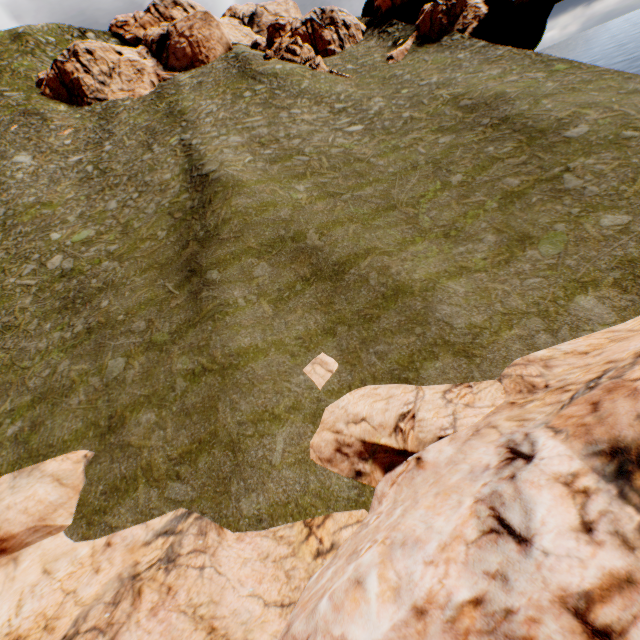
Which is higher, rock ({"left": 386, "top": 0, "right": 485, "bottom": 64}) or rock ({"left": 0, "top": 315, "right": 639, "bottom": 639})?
rock ({"left": 386, "top": 0, "right": 485, "bottom": 64})

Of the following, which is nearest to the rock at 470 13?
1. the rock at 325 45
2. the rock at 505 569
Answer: the rock at 325 45

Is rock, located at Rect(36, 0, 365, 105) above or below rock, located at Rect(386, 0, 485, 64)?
above

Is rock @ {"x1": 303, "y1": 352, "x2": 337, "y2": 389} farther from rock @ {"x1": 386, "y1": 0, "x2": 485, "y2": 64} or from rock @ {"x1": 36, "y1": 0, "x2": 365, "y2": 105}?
rock @ {"x1": 36, "y1": 0, "x2": 365, "y2": 105}

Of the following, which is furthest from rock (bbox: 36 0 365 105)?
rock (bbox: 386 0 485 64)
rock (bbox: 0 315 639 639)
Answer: rock (bbox: 0 315 639 639)

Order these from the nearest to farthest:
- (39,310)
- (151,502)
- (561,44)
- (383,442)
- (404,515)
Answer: (404,515) < (383,442) < (151,502) < (39,310) < (561,44)
